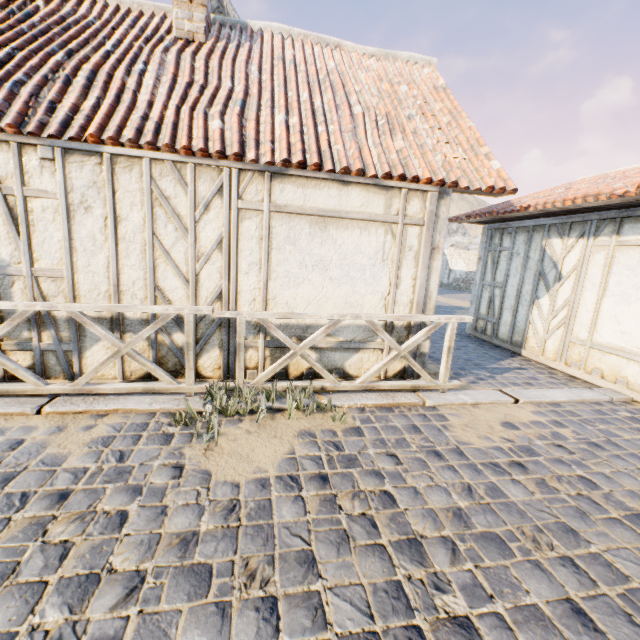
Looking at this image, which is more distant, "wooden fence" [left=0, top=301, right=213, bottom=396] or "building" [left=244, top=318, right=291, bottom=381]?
"building" [left=244, top=318, right=291, bottom=381]

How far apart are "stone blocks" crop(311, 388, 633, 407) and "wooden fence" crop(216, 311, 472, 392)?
0.0m

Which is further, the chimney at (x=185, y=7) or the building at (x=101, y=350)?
the chimney at (x=185, y=7)

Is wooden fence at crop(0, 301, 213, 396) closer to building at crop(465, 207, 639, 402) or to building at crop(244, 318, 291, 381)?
building at crop(244, 318, 291, 381)

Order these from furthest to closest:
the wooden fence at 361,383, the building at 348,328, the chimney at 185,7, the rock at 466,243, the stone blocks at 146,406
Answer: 1. the rock at 466,243
2. the chimney at 185,7
3. the building at 348,328
4. the wooden fence at 361,383
5. the stone blocks at 146,406

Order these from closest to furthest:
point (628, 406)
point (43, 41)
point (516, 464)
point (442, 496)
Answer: point (442, 496)
point (516, 464)
point (43, 41)
point (628, 406)

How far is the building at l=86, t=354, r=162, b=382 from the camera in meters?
4.1
